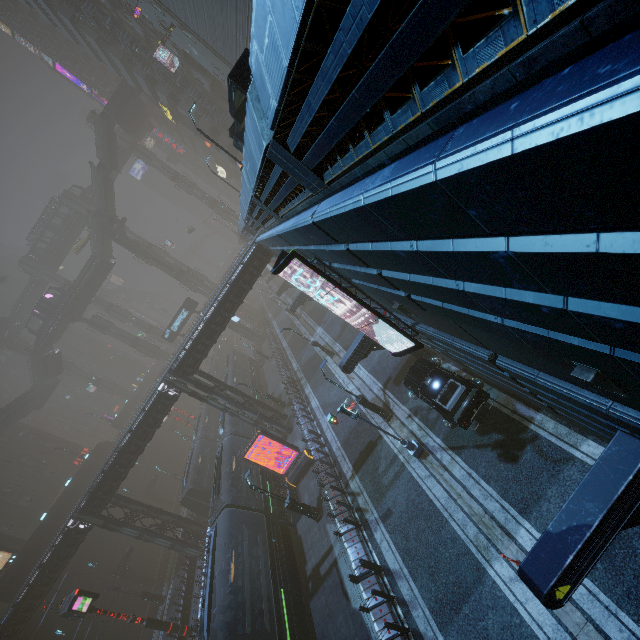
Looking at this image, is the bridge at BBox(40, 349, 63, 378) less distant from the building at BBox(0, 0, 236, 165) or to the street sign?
the building at BBox(0, 0, 236, 165)

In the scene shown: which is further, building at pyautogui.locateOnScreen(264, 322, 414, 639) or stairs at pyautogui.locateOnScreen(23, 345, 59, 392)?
stairs at pyautogui.locateOnScreen(23, 345, 59, 392)

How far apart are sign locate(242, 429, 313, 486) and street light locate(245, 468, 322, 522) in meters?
3.5 m

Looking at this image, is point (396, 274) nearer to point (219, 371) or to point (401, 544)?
point (401, 544)

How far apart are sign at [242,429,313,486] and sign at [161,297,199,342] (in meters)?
33.24

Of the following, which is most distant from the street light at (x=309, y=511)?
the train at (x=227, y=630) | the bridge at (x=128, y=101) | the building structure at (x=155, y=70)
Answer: the bridge at (x=128, y=101)

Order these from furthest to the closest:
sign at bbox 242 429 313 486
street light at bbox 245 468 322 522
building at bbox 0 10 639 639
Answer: sign at bbox 242 429 313 486 → street light at bbox 245 468 322 522 → building at bbox 0 10 639 639

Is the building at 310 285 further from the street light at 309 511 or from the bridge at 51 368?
the bridge at 51 368
